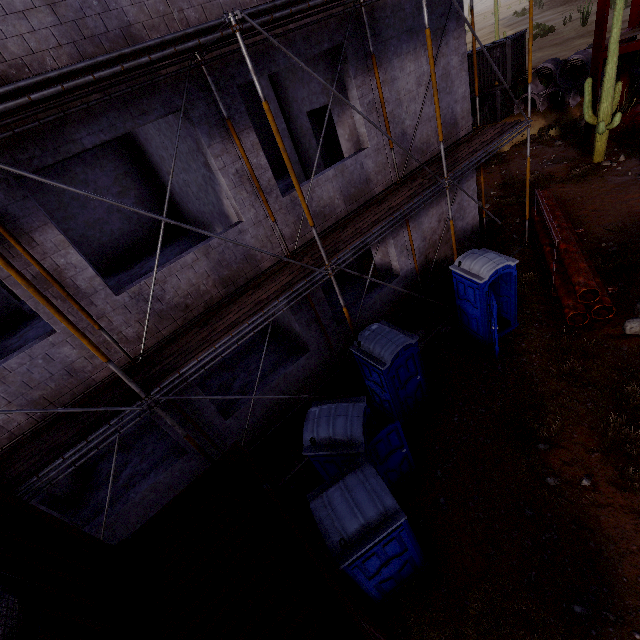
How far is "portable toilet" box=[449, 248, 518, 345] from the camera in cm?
796

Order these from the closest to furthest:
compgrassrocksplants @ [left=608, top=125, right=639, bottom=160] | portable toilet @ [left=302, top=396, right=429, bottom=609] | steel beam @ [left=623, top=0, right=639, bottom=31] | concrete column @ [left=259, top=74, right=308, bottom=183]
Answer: portable toilet @ [left=302, top=396, right=429, bottom=609], concrete column @ [left=259, top=74, right=308, bottom=183], compgrassrocksplants @ [left=608, top=125, right=639, bottom=160], steel beam @ [left=623, top=0, right=639, bottom=31]

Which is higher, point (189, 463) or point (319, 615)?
point (319, 615)

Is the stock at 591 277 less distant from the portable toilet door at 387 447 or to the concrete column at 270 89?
the portable toilet door at 387 447

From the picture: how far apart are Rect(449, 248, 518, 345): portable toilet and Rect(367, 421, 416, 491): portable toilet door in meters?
4.2 m

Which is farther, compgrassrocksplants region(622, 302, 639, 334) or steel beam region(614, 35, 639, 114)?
steel beam region(614, 35, 639, 114)

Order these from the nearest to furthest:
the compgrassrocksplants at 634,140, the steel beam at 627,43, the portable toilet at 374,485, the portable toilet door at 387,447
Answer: the portable toilet at 374,485, the portable toilet door at 387,447, the steel beam at 627,43, the compgrassrocksplants at 634,140

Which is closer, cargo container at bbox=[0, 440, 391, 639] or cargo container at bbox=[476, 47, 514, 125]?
cargo container at bbox=[0, 440, 391, 639]
